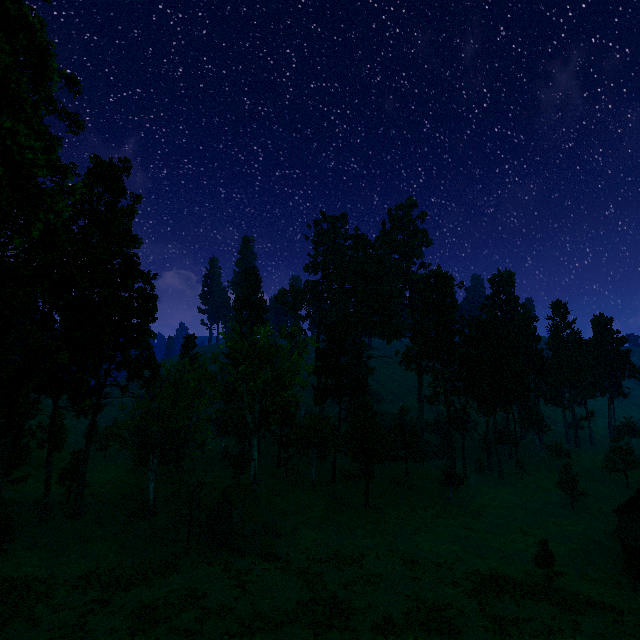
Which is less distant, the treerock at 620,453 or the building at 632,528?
the building at 632,528

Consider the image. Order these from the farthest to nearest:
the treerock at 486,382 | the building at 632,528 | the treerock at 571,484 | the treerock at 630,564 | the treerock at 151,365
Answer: the treerock at 486,382 < the treerock at 571,484 < the building at 632,528 < the treerock at 630,564 < the treerock at 151,365

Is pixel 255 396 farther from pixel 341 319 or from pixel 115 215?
pixel 115 215

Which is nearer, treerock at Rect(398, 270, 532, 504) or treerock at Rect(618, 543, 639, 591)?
treerock at Rect(618, 543, 639, 591)

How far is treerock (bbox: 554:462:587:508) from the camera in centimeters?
4534cm

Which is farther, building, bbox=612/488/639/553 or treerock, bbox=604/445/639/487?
treerock, bbox=604/445/639/487

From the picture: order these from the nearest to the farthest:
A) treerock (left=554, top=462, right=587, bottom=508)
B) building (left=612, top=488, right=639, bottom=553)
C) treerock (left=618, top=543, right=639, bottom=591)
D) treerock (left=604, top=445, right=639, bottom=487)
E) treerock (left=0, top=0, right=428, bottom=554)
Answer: treerock (left=0, top=0, right=428, bottom=554) < treerock (left=618, top=543, right=639, bottom=591) < building (left=612, top=488, right=639, bottom=553) < treerock (left=554, top=462, right=587, bottom=508) < treerock (left=604, top=445, right=639, bottom=487)
